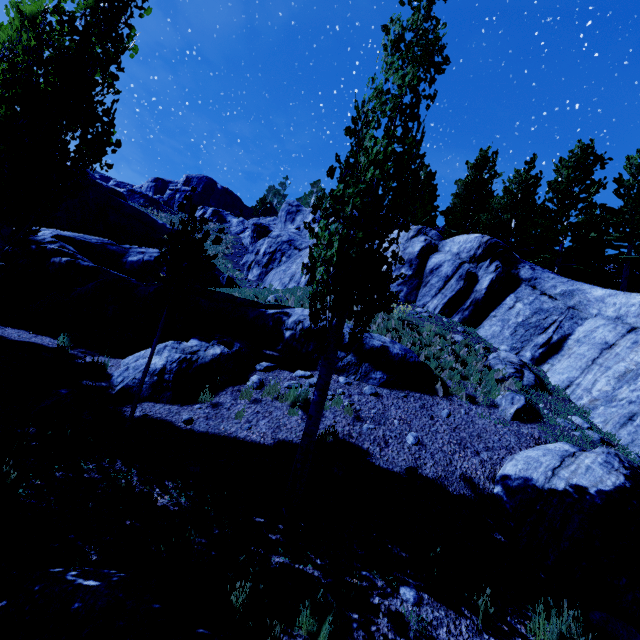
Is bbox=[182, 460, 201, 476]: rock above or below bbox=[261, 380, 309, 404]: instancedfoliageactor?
below

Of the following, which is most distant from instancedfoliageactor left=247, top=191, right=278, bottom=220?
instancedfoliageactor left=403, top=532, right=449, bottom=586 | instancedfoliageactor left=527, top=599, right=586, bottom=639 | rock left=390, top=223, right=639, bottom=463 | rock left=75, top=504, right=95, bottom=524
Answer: instancedfoliageactor left=527, top=599, right=586, bottom=639

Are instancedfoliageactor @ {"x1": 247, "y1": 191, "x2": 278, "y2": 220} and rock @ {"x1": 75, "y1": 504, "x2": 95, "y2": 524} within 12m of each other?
no

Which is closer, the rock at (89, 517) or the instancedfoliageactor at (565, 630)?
the instancedfoliageactor at (565, 630)

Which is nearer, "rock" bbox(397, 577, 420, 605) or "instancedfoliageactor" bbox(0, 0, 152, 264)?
"rock" bbox(397, 577, 420, 605)

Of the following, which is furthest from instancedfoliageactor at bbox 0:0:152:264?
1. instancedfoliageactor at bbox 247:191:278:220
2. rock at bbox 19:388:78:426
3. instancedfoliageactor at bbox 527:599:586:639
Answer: instancedfoliageactor at bbox 247:191:278:220

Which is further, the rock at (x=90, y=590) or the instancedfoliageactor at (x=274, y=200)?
the instancedfoliageactor at (x=274, y=200)

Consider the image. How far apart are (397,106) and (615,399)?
9.23m
